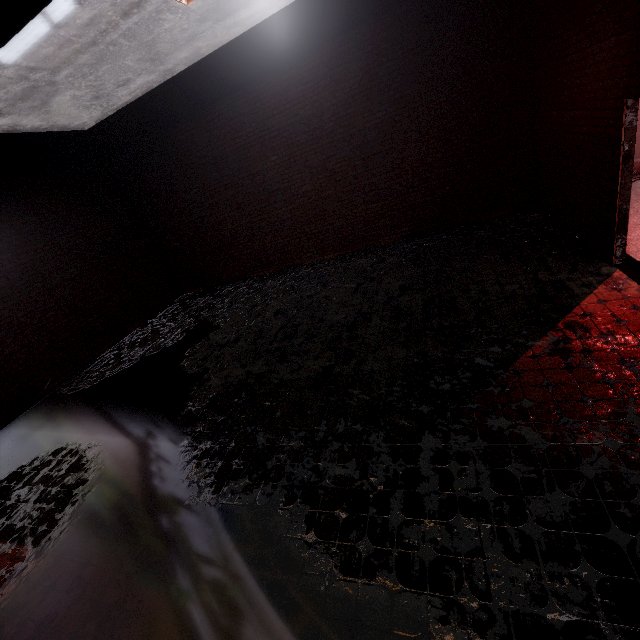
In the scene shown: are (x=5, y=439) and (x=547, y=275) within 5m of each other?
no
